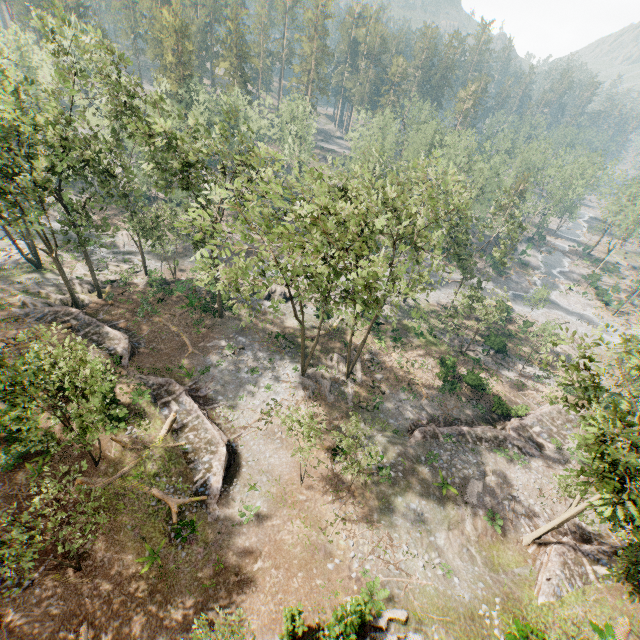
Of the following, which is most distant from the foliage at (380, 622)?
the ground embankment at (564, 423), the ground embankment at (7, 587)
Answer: the ground embankment at (7, 587)

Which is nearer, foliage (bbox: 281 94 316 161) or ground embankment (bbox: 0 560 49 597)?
ground embankment (bbox: 0 560 49 597)

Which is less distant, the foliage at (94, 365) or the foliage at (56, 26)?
the foliage at (94, 365)

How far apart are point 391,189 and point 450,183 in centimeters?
4163cm

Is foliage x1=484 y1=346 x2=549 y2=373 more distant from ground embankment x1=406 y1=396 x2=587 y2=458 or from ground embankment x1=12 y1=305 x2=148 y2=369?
ground embankment x1=406 y1=396 x2=587 y2=458

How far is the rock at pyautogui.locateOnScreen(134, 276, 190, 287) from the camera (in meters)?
36.28

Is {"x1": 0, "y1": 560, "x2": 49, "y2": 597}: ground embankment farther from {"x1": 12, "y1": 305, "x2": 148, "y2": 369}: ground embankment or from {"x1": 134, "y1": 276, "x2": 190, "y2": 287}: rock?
{"x1": 134, "y1": 276, "x2": 190, "y2": 287}: rock

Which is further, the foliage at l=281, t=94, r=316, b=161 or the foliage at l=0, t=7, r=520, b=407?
the foliage at l=281, t=94, r=316, b=161
